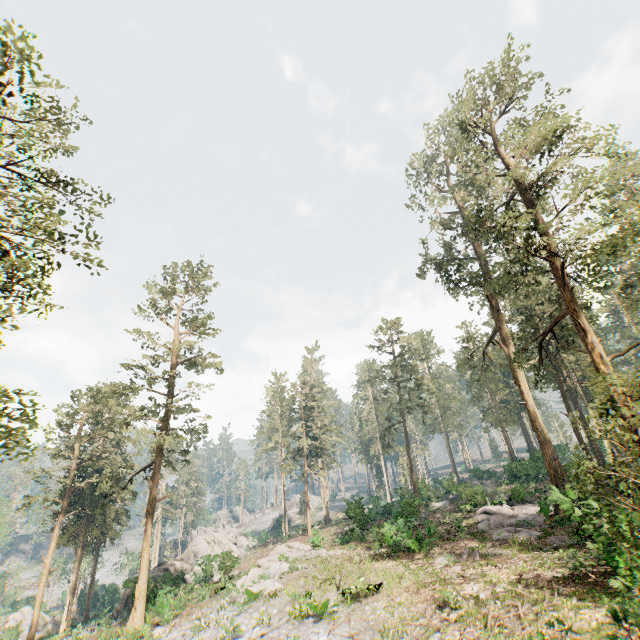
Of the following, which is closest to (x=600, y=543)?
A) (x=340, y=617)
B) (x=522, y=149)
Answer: (x=340, y=617)

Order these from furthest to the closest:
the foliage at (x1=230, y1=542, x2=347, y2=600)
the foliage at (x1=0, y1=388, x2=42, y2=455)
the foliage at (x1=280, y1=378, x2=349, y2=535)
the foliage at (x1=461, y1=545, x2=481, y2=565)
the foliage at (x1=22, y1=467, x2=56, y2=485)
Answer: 1. the foliage at (x1=280, y1=378, x2=349, y2=535)
2. the foliage at (x1=22, y1=467, x2=56, y2=485)
3. the foliage at (x1=230, y1=542, x2=347, y2=600)
4. the foliage at (x1=461, y1=545, x2=481, y2=565)
5. the foliage at (x1=0, y1=388, x2=42, y2=455)

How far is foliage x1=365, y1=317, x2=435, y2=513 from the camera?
40.7m

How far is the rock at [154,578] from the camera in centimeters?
2925cm

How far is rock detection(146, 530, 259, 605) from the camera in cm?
2925

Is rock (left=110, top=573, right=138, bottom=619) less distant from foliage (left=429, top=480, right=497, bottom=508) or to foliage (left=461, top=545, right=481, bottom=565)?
foliage (left=429, top=480, right=497, bottom=508)

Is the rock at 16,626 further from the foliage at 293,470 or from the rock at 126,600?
the rock at 126,600
